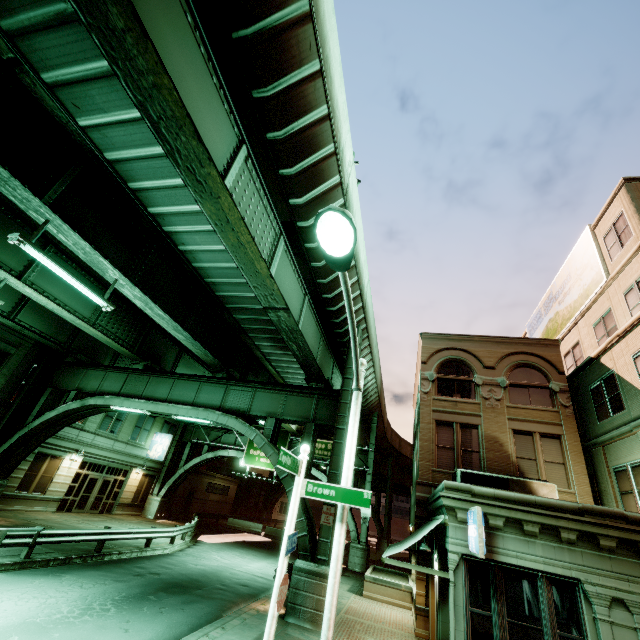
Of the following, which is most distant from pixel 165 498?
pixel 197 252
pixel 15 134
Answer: pixel 15 134

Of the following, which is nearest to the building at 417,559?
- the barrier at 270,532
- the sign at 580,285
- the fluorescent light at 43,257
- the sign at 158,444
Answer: the sign at 580,285

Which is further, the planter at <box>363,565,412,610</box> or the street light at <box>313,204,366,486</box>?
the planter at <box>363,565,412,610</box>

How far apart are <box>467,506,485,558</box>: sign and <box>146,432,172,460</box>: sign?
28.9 meters

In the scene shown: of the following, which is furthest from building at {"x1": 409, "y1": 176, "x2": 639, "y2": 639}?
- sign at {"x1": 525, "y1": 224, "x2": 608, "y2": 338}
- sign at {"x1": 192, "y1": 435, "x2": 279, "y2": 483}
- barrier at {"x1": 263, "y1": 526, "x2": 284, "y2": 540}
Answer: barrier at {"x1": 263, "y1": 526, "x2": 284, "y2": 540}

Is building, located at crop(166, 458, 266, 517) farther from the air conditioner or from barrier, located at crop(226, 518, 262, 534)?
the air conditioner

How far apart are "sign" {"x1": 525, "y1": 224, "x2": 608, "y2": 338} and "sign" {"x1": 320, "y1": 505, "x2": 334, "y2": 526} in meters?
16.3

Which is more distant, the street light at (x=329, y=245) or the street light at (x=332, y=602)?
the street light at (x=332, y=602)
